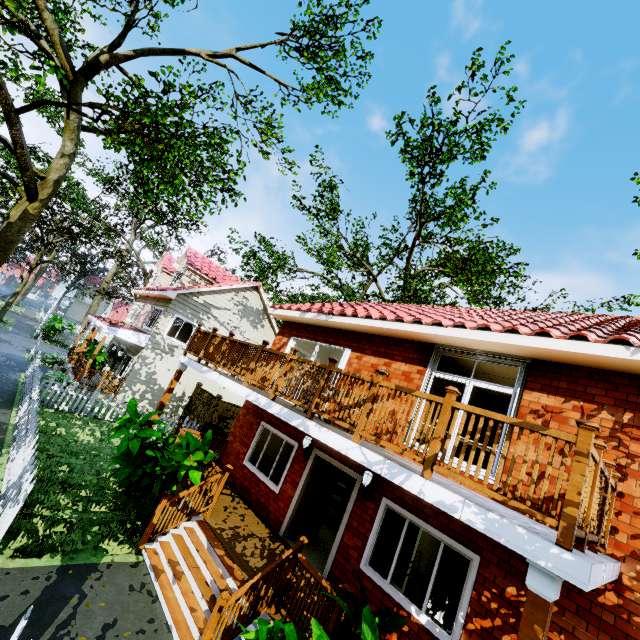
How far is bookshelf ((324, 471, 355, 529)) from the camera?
10.2 meters

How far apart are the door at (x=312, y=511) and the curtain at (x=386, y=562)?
2.3m

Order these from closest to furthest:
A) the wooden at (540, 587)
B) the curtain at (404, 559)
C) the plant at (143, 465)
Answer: the wooden at (540, 587) → the curtain at (404, 559) → the plant at (143, 465)

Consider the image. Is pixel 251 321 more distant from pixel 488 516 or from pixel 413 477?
pixel 488 516

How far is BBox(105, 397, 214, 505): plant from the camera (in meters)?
6.89

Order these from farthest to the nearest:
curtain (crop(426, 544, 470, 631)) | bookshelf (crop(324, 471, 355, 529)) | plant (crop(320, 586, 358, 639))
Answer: bookshelf (crop(324, 471, 355, 529)) < curtain (crop(426, 544, 470, 631)) < plant (crop(320, 586, 358, 639))

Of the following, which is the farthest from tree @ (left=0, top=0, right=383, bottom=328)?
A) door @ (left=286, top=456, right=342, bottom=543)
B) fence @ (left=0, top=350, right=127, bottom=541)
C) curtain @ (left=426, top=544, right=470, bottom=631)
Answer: curtain @ (left=426, top=544, right=470, bottom=631)

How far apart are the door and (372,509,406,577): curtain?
2.3 meters
